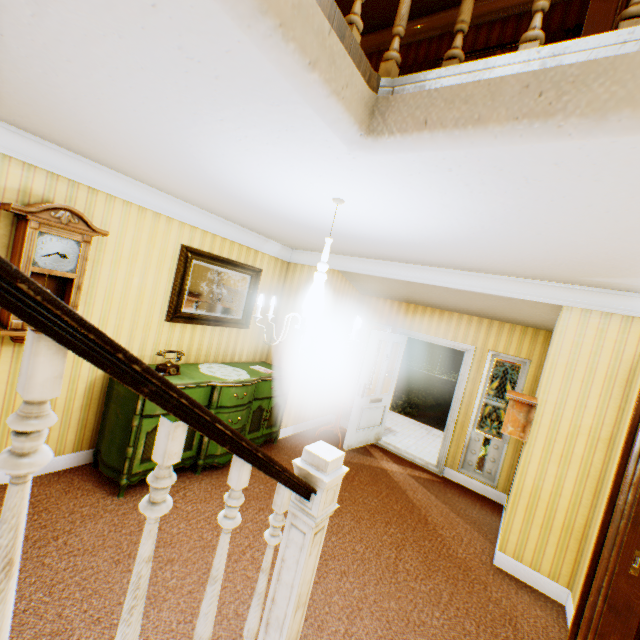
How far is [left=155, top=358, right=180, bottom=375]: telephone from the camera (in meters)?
3.60

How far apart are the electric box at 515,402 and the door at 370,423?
2.0 meters

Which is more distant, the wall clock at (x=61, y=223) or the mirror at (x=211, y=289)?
the mirror at (x=211, y=289)

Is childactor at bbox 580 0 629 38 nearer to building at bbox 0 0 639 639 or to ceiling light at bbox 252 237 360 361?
building at bbox 0 0 639 639

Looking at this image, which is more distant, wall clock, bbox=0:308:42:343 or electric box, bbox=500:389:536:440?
electric box, bbox=500:389:536:440

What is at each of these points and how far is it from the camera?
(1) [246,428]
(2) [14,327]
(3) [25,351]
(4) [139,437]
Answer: (1) cabinet, 4.5 meters
(2) wall clock, 2.7 meters
(3) building, 0.7 meters
(4) cabinet, 3.3 meters

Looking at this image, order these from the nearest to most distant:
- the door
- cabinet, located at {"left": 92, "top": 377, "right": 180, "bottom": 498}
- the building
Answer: the building
cabinet, located at {"left": 92, "top": 377, "right": 180, "bottom": 498}
the door

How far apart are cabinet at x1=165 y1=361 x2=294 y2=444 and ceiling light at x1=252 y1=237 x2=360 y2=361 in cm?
148
